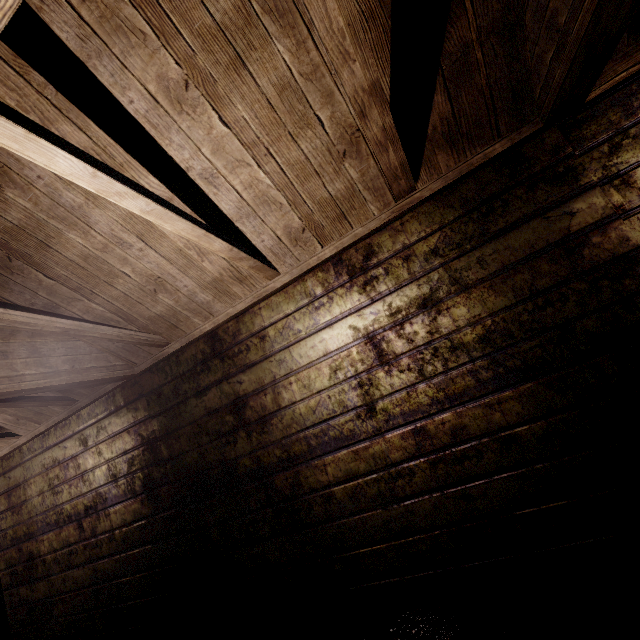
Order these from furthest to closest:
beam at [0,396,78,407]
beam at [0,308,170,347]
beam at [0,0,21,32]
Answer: beam at [0,396,78,407] → beam at [0,308,170,347] → beam at [0,0,21,32]

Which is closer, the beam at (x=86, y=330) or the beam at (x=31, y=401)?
the beam at (x=86, y=330)

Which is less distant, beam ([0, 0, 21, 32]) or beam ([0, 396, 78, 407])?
beam ([0, 0, 21, 32])

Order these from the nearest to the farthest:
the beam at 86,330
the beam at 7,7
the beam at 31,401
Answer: the beam at 7,7 < the beam at 86,330 < the beam at 31,401

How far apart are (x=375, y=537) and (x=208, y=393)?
1.4m

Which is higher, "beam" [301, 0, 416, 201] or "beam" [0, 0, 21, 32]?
"beam" [0, 0, 21, 32]

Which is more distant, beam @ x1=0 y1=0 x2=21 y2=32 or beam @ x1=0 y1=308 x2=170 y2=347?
beam @ x1=0 y1=308 x2=170 y2=347
